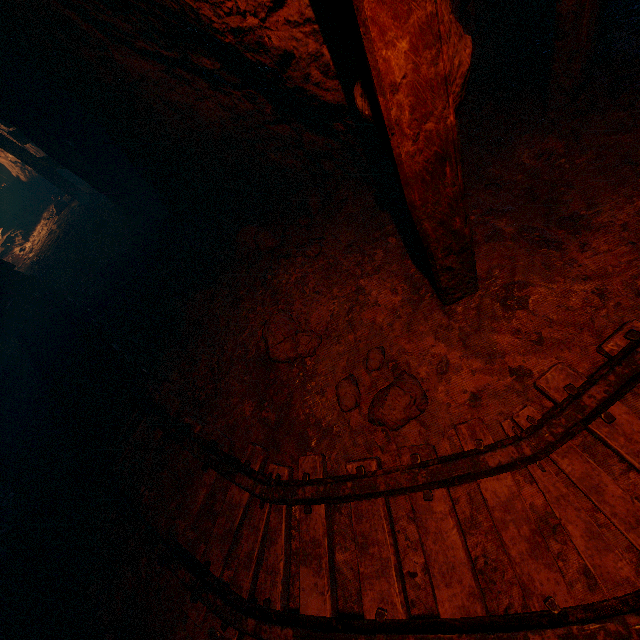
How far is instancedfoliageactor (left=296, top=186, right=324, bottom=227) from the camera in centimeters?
339cm

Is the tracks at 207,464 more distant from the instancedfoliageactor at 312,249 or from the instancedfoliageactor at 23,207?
the instancedfoliageactor at 23,207

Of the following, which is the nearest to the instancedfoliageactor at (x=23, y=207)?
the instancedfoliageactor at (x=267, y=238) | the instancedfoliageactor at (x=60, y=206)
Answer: the instancedfoliageactor at (x=60, y=206)

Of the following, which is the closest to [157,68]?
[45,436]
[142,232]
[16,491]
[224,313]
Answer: [224,313]

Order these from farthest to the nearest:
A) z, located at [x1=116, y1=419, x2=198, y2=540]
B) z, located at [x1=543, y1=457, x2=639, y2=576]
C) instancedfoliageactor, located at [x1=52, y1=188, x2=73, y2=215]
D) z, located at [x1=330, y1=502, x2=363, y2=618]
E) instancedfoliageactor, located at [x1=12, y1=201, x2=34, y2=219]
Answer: instancedfoliageactor, located at [x1=12, y1=201, x2=34, y2=219] → instancedfoliageactor, located at [x1=52, y1=188, x2=73, y2=215] → z, located at [x1=116, y1=419, x2=198, y2=540] → z, located at [x1=330, y1=502, x2=363, y2=618] → z, located at [x1=543, y1=457, x2=639, y2=576]

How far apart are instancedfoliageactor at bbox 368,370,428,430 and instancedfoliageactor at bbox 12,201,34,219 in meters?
10.4 m

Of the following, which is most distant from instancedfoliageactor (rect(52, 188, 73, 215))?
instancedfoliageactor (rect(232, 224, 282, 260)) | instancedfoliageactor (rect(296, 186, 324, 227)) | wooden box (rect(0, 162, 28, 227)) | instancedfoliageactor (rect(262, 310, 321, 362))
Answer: instancedfoliageactor (rect(262, 310, 321, 362))

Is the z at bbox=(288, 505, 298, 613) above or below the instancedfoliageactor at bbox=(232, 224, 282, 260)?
below
